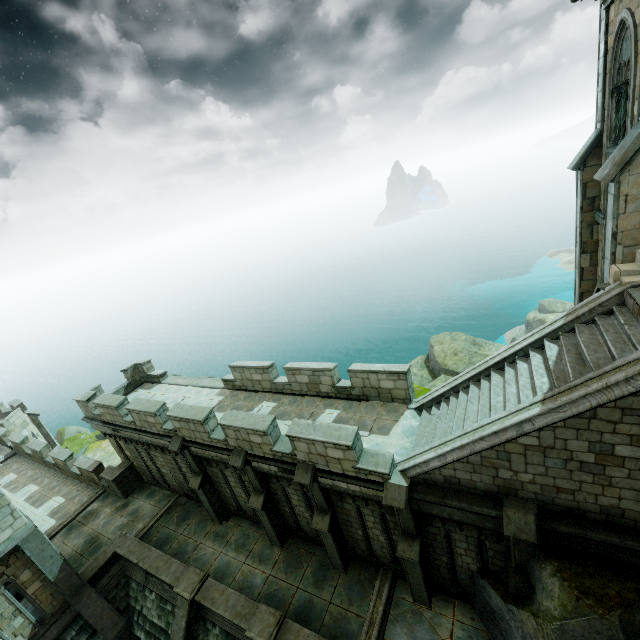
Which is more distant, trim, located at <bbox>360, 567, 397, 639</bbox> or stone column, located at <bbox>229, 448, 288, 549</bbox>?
stone column, located at <bbox>229, 448, 288, 549</bbox>

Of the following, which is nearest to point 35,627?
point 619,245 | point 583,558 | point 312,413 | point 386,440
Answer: point 312,413

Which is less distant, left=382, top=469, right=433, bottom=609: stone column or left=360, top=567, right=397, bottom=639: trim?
left=382, top=469, right=433, bottom=609: stone column

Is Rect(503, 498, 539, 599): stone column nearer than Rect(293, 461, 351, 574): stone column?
Yes

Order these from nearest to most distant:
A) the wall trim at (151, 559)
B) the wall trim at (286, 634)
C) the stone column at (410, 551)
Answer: the stone column at (410, 551)
the wall trim at (286, 634)
the wall trim at (151, 559)

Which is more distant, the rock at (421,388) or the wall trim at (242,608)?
the rock at (421,388)

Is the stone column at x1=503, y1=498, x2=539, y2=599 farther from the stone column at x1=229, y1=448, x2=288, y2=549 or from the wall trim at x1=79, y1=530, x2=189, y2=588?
A: the wall trim at x1=79, y1=530, x2=189, y2=588

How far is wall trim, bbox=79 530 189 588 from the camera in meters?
12.4
